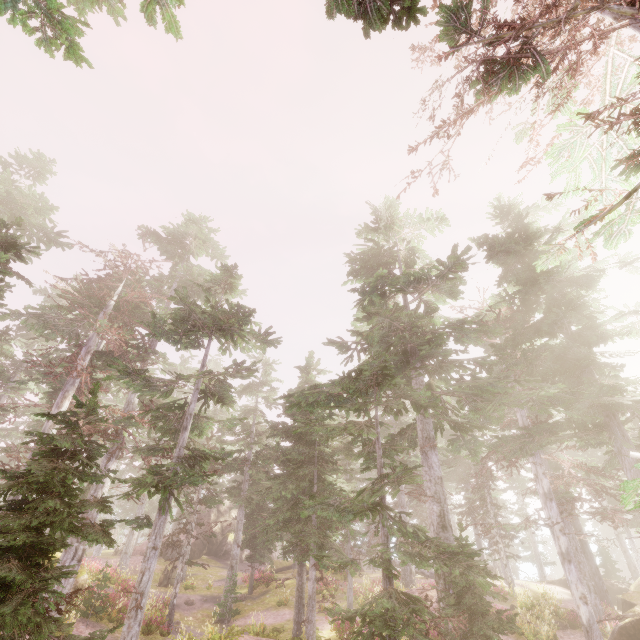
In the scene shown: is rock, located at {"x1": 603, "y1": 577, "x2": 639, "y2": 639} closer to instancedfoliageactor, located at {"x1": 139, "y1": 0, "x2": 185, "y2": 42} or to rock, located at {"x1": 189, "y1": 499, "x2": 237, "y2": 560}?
instancedfoliageactor, located at {"x1": 139, "y1": 0, "x2": 185, "y2": 42}

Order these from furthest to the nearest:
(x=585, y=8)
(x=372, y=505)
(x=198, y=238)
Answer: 1. (x=198, y=238)
2. (x=372, y=505)
3. (x=585, y=8)

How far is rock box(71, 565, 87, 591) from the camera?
15.5m

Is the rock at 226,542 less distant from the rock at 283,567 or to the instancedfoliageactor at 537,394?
the instancedfoliageactor at 537,394

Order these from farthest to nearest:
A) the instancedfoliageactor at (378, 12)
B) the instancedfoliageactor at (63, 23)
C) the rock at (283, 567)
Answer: the rock at (283, 567) → the instancedfoliageactor at (378, 12) → the instancedfoliageactor at (63, 23)

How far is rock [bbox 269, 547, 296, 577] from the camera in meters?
31.9

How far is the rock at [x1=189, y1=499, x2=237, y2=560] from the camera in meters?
35.0

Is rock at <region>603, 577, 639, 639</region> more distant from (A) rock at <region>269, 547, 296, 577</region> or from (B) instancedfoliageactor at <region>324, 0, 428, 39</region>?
(A) rock at <region>269, 547, 296, 577</region>
